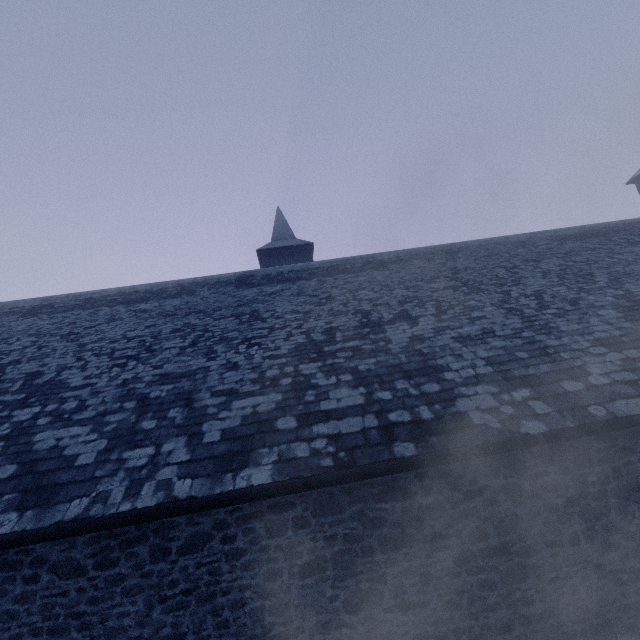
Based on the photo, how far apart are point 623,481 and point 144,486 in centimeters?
714cm
